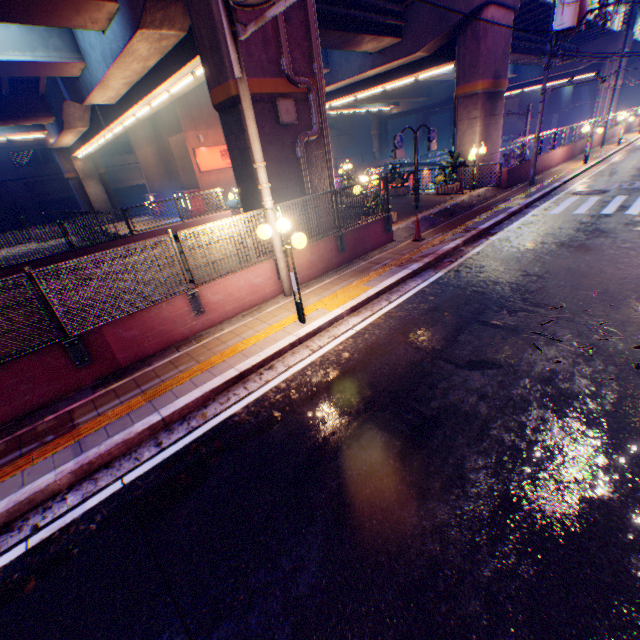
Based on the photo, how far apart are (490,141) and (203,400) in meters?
20.3

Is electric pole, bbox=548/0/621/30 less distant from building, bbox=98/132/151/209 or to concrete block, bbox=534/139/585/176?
concrete block, bbox=534/139/585/176

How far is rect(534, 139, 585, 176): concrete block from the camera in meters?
19.3

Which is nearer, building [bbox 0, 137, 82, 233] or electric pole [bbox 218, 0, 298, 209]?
electric pole [bbox 218, 0, 298, 209]

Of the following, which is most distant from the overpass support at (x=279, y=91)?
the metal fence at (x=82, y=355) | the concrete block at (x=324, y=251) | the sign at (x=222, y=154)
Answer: the sign at (x=222, y=154)

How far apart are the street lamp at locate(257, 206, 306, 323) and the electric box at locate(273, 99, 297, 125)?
4.1 meters

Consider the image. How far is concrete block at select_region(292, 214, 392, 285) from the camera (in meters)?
8.83

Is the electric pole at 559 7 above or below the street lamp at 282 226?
above
